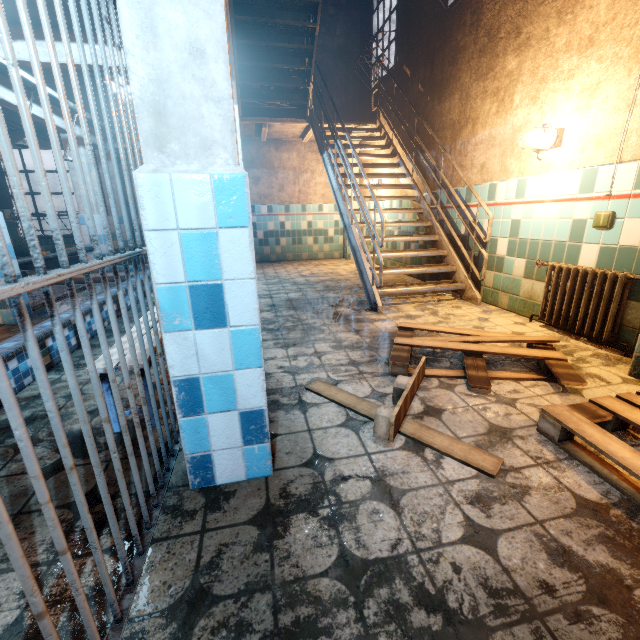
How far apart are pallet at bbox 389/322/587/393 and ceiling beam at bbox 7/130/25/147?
8.0m

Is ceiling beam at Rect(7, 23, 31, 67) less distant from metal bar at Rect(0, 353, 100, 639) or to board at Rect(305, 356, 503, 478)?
metal bar at Rect(0, 353, 100, 639)

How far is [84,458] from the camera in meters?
1.6 m

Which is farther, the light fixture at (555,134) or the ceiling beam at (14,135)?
the ceiling beam at (14,135)

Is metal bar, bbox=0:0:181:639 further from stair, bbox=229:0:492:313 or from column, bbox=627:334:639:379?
column, bbox=627:334:639:379

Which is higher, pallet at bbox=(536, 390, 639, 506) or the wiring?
the wiring

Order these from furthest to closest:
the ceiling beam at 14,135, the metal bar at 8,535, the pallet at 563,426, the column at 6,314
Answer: the ceiling beam at 14,135
the column at 6,314
the pallet at 563,426
the metal bar at 8,535

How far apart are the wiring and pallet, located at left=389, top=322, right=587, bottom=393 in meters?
1.1 m
